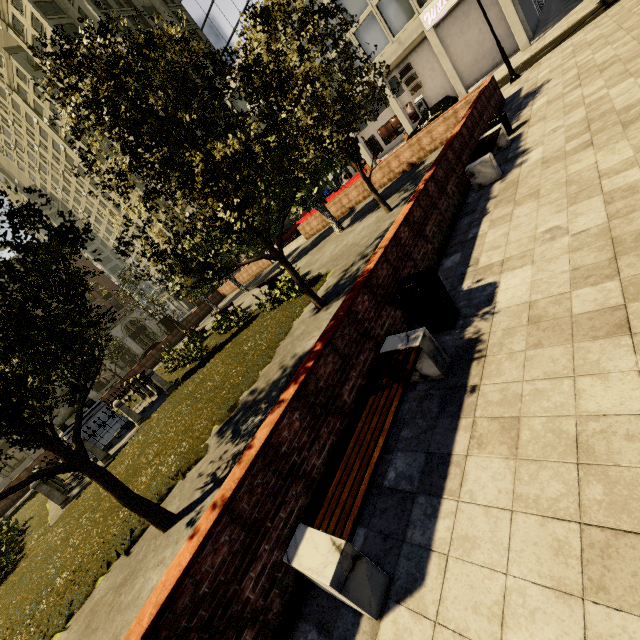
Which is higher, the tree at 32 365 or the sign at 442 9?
the sign at 442 9

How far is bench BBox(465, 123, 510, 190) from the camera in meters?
7.6 m

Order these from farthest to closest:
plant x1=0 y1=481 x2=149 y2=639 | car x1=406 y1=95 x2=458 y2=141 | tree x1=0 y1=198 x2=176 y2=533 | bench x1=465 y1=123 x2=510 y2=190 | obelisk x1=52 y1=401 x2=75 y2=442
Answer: car x1=406 y1=95 x2=458 y2=141 < obelisk x1=52 y1=401 x2=75 y2=442 < bench x1=465 y1=123 x2=510 y2=190 < plant x1=0 y1=481 x2=149 y2=639 < tree x1=0 y1=198 x2=176 y2=533

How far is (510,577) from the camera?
2.11m

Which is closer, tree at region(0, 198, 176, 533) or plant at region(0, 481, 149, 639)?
tree at region(0, 198, 176, 533)

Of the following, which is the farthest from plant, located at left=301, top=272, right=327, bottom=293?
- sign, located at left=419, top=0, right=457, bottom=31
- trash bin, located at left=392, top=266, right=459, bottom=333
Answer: sign, located at left=419, top=0, right=457, bottom=31

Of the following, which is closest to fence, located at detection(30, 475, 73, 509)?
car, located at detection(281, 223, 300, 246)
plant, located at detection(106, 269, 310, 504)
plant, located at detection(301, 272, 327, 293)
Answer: plant, located at detection(106, 269, 310, 504)

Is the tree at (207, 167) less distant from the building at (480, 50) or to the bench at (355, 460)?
the bench at (355, 460)
